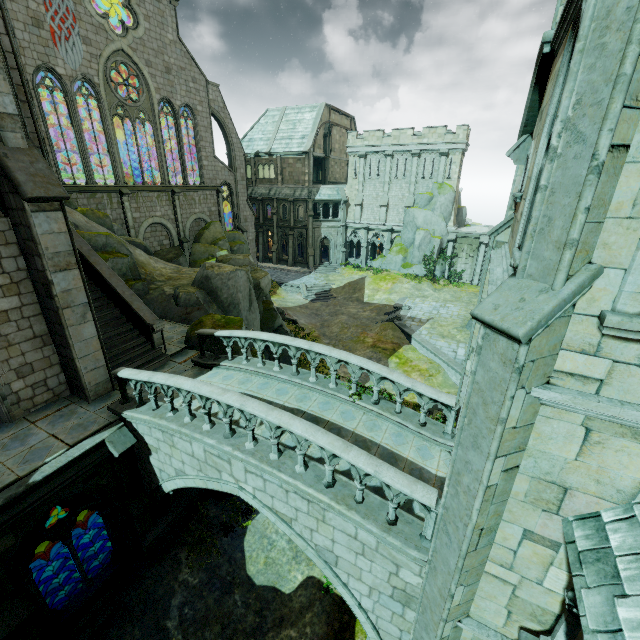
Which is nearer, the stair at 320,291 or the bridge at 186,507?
the bridge at 186,507

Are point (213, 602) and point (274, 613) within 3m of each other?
yes

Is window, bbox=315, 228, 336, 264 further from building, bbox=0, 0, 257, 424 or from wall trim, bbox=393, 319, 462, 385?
wall trim, bbox=393, 319, 462, 385

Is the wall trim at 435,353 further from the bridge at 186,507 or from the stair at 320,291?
the stair at 320,291

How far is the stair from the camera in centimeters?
3594cm

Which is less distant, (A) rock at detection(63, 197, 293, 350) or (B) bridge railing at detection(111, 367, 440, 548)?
(B) bridge railing at detection(111, 367, 440, 548)

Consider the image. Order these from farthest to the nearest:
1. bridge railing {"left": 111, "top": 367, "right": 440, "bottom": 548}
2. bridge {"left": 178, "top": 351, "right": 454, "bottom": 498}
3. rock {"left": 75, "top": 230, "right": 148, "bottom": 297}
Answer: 1. rock {"left": 75, "top": 230, "right": 148, "bottom": 297}
2. bridge {"left": 178, "top": 351, "right": 454, "bottom": 498}
3. bridge railing {"left": 111, "top": 367, "right": 440, "bottom": 548}

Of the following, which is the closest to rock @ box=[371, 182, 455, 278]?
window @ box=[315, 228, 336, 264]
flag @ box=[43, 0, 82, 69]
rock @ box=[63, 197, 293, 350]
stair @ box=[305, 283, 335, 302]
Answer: window @ box=[315, 228, 336, 264]
